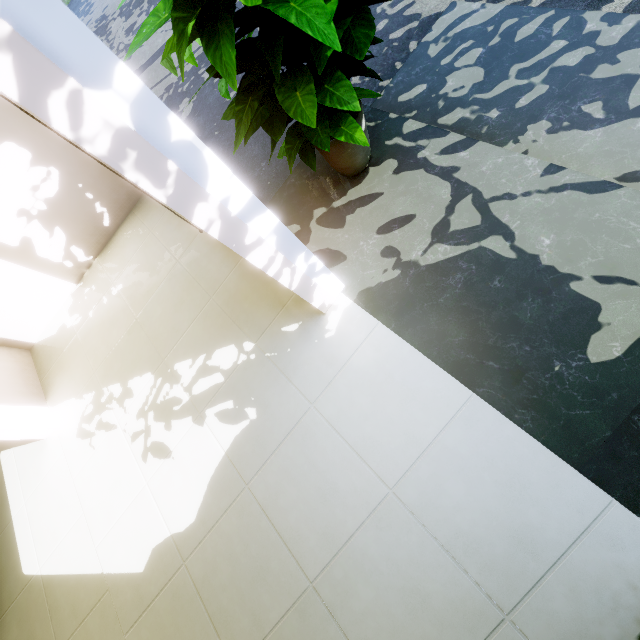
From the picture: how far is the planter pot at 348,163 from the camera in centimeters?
156cm

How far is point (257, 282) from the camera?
1.93m

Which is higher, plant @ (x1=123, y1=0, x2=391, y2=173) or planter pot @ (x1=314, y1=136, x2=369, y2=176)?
plant @ (x1=123, y1=0, x2=391, y2=173)

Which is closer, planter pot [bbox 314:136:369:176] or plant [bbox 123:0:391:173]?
plant [bbox 123:0:391:173]

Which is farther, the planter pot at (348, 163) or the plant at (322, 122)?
the planter pot at (348, 163)

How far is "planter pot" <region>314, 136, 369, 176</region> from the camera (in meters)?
1.56
